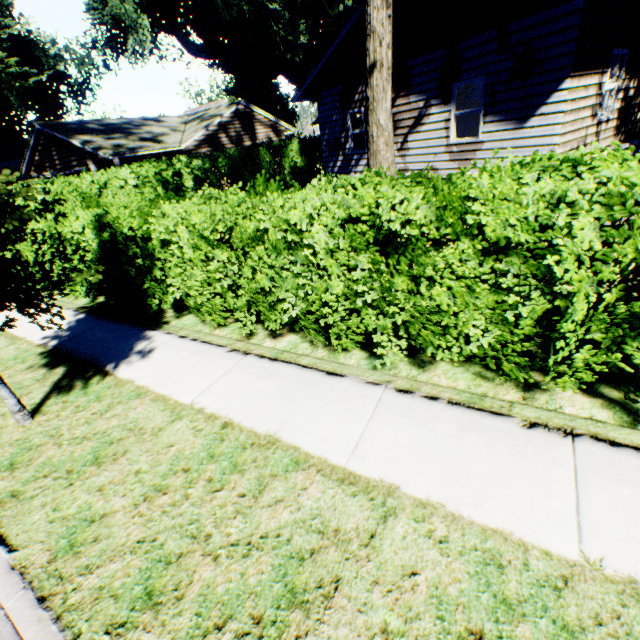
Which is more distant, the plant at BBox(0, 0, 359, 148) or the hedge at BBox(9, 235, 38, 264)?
the plant at BBox(0, 0, 359, 148)

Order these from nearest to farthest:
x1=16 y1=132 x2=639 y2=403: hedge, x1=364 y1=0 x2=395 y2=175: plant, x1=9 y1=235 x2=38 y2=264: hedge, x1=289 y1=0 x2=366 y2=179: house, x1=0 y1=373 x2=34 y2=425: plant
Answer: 1. x1=16 y1=132 x2=639 y2=403: hedge
2. x1=0 y1=373 x2=34 y2=425: plant
3. x1=364 y1=0 x2=395 y2=175: plant
4. x1=9 y1=235 x2=38 y2=264: hedge
5. x1=289 y1=0 x2=366 y2=179: house

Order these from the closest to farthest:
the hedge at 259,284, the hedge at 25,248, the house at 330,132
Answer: the hedge at 259,284, the hedge at 25,248, the house at 330,132

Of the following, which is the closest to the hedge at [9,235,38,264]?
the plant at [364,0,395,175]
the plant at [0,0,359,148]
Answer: the plant at [0,0,359,148]

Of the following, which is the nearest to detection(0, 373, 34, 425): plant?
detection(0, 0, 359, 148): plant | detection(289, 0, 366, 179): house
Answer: detection(0, 0, 359, 148): plant

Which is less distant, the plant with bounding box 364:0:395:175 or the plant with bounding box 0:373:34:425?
the plant with bounding box 0:373:34:425

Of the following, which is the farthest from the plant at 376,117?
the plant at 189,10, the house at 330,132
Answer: the house at 330,132

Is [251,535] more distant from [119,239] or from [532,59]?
[532,59]
